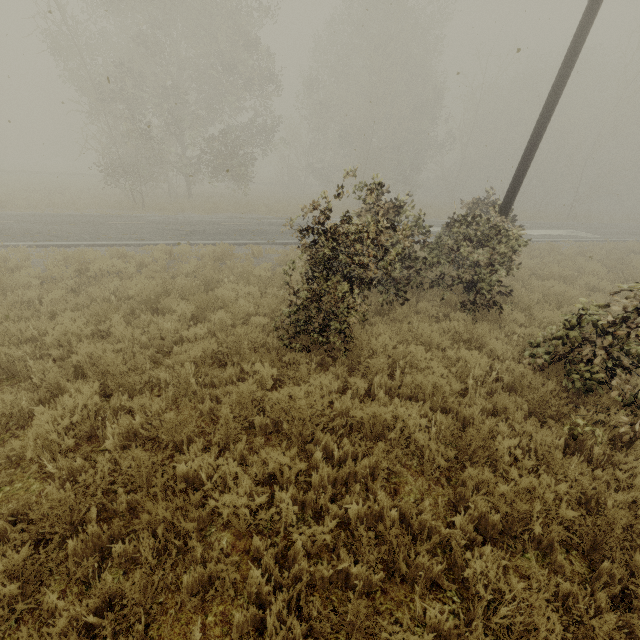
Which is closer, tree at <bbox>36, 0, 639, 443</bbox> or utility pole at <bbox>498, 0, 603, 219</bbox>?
tree at <bbox>36, 0, 639, 443</bbox>

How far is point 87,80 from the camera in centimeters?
2058cm

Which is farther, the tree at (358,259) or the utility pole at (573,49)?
the utility pole at (573,49)
